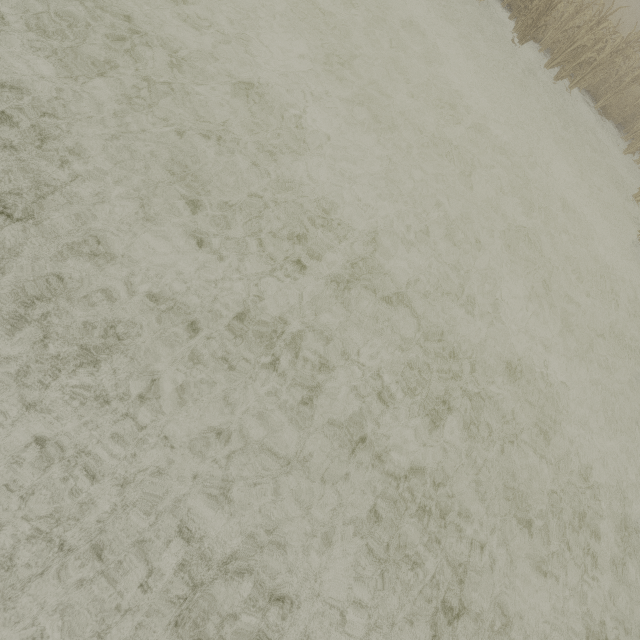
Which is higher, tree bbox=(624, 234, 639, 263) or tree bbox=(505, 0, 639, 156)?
tree bbox=(505, 0, 639, 156)

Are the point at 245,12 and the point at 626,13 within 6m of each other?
no

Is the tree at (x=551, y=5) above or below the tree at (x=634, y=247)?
above
